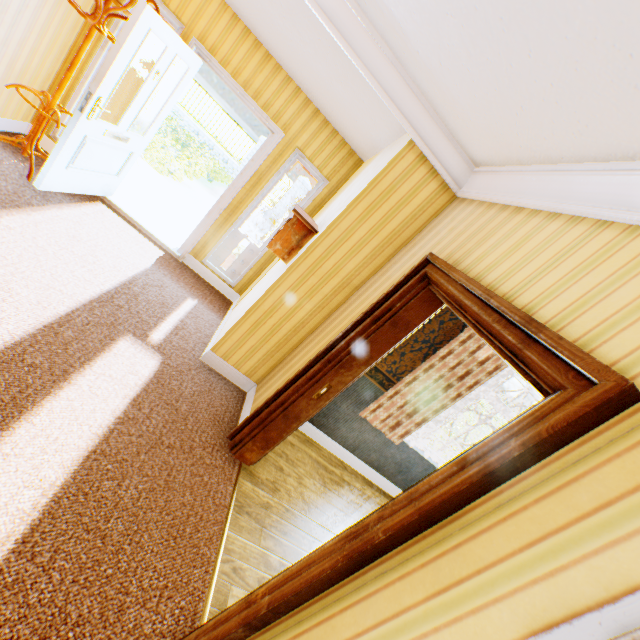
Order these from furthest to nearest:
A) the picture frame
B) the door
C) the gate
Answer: the gate, the door, the picture frame

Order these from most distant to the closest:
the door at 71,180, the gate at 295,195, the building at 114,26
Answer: the gate at 295,195
the building at 114,26
the door at 71,180

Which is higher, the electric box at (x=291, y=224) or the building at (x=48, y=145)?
the electric box at (x=291, y=224)

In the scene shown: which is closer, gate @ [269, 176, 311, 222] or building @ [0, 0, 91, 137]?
building @ [0, 0, 91, 137]

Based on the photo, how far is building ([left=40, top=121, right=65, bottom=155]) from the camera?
4.06m

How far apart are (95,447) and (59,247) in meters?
2.1

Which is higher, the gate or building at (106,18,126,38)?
building at (106,18,126,38)

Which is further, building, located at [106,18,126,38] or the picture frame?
building, located at [106,18,126,38]
